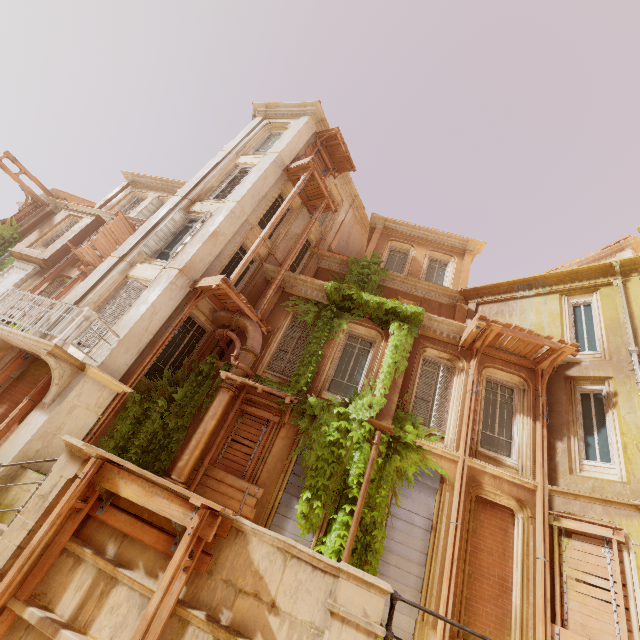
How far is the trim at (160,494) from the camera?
4.1 meters

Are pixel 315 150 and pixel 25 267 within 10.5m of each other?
no

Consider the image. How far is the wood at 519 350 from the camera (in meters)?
10.26

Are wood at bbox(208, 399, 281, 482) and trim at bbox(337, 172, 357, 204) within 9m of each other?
no

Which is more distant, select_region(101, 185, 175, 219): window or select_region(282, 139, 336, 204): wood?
select_region(101, 185, 175, 219): window

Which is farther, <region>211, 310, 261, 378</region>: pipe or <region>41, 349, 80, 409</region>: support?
<region>211, 310, 261, 378</region>: pipe

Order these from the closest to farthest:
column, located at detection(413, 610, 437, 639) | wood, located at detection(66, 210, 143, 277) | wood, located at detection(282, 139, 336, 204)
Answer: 1. column, located at detection(413, 610, 437, 639)
2. wood, located at detection(282, 139, 336, 204)
3. wood, located at detection(66, 210, 143, 277)

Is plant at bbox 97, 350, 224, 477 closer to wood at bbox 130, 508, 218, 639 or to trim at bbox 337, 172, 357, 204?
wood at bbox 130, 508, 218, 639
